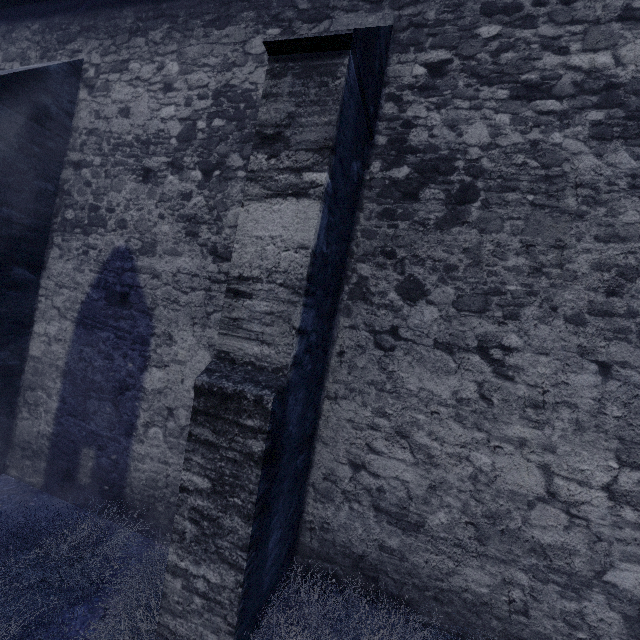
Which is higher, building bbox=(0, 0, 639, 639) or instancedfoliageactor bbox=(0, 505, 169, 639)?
building bbox=(0, 0, 639, 639)

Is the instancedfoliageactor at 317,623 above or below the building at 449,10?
below

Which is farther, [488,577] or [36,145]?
[36,145]
